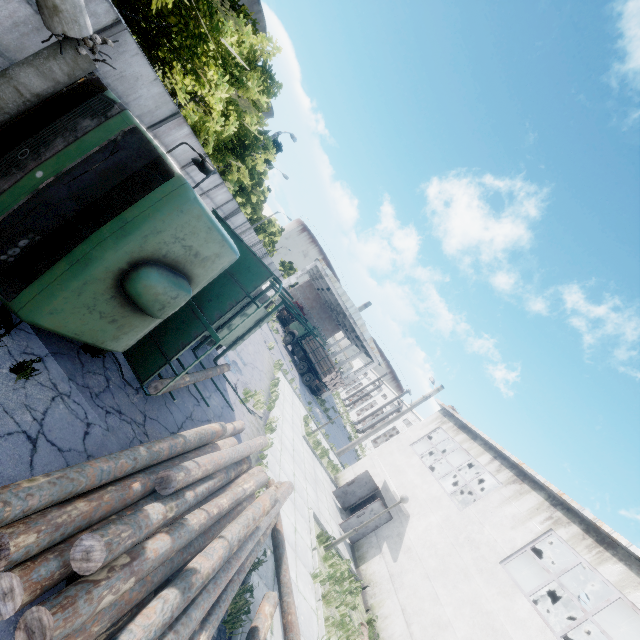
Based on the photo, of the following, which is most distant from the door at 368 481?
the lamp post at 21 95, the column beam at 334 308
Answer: the column beam at 334 308

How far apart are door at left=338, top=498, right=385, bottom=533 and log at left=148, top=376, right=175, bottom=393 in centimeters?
868cm

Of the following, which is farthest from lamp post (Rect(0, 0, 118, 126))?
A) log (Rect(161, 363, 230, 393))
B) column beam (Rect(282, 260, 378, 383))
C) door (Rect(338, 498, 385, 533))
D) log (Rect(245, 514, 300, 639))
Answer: column beam (Rect(282, 260, 378, 383))

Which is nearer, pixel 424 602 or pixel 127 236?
pixel 127 236

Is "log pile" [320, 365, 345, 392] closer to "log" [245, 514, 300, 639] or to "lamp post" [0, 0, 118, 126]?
"log" [245, 514, 300, 639]

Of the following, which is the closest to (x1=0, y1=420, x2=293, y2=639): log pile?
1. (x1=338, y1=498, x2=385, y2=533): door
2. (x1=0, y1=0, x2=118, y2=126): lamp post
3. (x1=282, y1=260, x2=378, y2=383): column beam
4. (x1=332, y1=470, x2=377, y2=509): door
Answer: (x1=0, y1=0, x2=118, y2=126): lamp post

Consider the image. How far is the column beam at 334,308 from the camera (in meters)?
34.53

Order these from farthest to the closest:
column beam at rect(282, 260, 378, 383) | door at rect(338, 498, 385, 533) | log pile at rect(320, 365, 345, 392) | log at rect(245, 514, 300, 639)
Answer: column beam at rect(282, 260, 378, 383), log pile at rect(320, 365, 345, 392), door at rect(338, 498, 385, 533), log at rect(245, 514, 300, 639)
